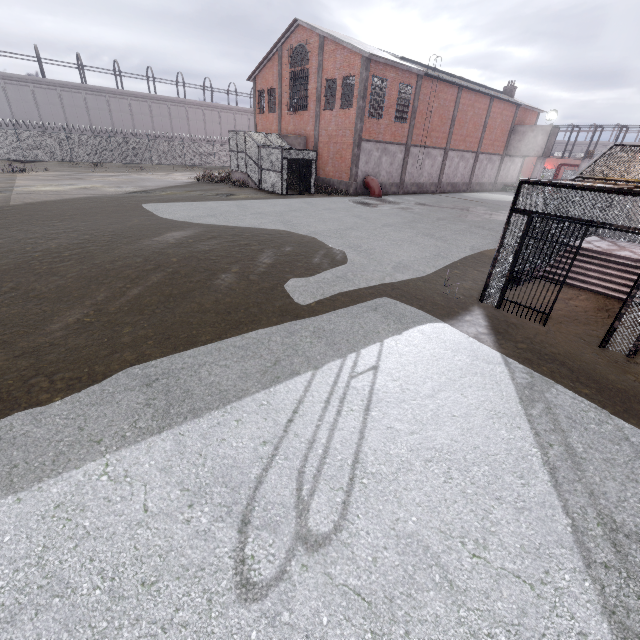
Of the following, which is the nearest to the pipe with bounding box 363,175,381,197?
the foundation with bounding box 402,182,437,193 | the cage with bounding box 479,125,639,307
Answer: the foundation with bounding box 402,182,437,193

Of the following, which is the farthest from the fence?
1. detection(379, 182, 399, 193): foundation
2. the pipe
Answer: the pipe

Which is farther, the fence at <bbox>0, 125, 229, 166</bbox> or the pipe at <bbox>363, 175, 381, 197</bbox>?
the fence at <bbox>0, 125, 229, 166</bbox>

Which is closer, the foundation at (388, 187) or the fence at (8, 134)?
the foundation at (388, 187)

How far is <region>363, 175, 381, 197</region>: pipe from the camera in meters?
25.6 m

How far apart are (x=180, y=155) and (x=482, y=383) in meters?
47.0 m

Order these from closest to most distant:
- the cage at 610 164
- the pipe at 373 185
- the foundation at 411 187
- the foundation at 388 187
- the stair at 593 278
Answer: the cage at 610 164 < the stair at 593 278 < the pipe at 373 185 < the foundation at 388 187 < the foundation at 411 187

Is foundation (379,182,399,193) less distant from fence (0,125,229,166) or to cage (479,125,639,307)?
cage (479,125,639,307)
